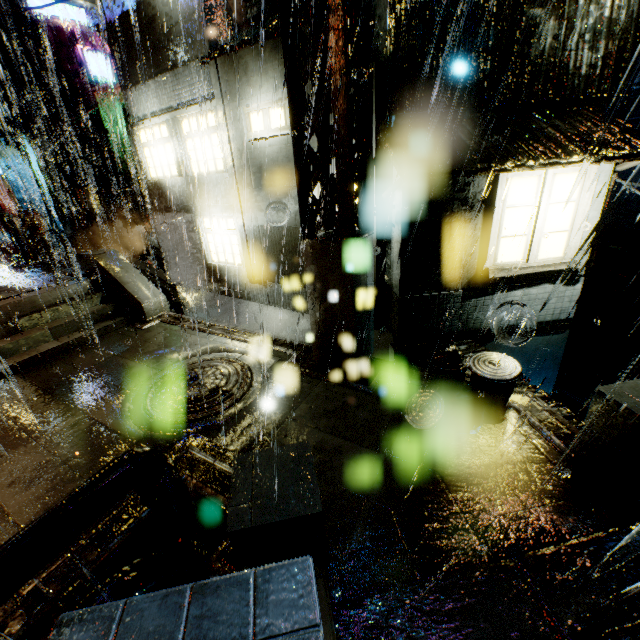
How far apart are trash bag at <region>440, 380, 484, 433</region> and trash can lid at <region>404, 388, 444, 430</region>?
0.01m

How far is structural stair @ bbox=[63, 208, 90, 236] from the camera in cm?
1684

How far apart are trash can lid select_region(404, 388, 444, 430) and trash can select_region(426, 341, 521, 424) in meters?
0.0

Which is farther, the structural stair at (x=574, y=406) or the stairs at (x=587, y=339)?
the stairs at (x=587, y=339)

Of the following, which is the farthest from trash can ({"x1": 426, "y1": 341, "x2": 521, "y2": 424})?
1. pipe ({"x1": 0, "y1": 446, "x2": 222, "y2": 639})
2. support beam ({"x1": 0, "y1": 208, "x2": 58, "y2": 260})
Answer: support beam ({"x1": 0, "y1": 208, "x2": 58, "y2": 260})

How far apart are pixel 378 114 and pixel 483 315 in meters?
5.3 m

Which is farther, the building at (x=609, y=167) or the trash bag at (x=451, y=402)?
the building at (x=609, y=167)

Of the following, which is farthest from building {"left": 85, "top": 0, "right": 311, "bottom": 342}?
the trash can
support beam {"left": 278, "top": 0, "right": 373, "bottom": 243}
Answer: the trash can
